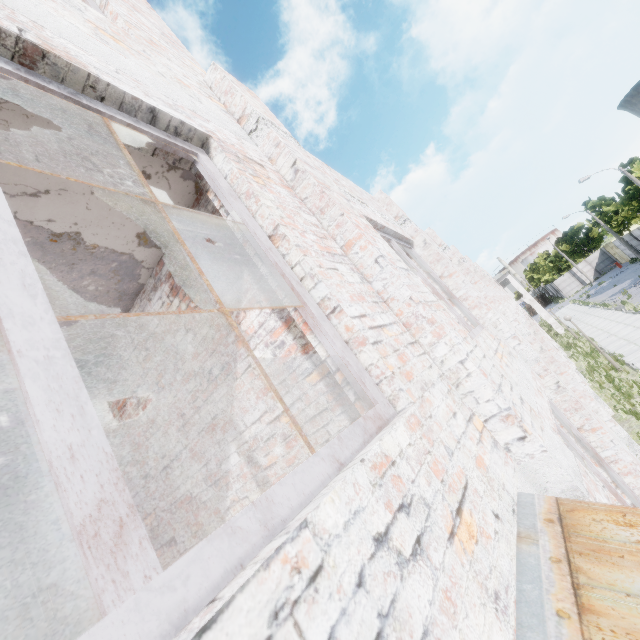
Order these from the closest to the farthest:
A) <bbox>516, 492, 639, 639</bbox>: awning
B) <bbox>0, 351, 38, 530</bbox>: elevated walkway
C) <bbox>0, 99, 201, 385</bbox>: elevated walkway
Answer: <bbox>516, 492, 639, 639</bbox>: awning
<bbox>0, 99, 201, 385</bbox>: elevated walkway
<bbox>0, 351, 38, 530</bbox>: elevated walkway

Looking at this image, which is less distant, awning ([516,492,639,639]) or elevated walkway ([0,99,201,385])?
awning ([516,492,639,639])

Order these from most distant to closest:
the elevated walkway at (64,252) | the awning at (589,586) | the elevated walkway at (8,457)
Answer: the elevated walkway at (8,457) → the elevated walkway at (64,252) → the awning at (589,586)

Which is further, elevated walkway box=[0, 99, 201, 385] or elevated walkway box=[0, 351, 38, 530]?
elevated walkway box=[0, 351, 38, 530]

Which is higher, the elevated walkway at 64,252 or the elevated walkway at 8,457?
the elevated walkway at 8,457

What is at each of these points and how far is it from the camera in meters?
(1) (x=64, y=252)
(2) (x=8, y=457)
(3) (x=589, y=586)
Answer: (1) elevated walkway, 2.6 m
(2) elevated walkway, 4.7 m
(3) awning, 1.1 m

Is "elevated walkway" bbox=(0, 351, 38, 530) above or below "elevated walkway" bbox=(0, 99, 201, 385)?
above
